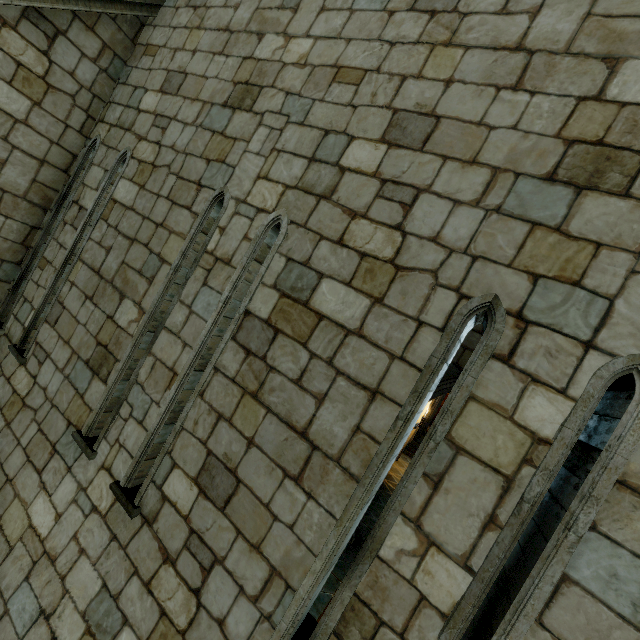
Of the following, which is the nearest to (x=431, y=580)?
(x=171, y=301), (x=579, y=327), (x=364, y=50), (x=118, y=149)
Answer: (x=579, y=327)
